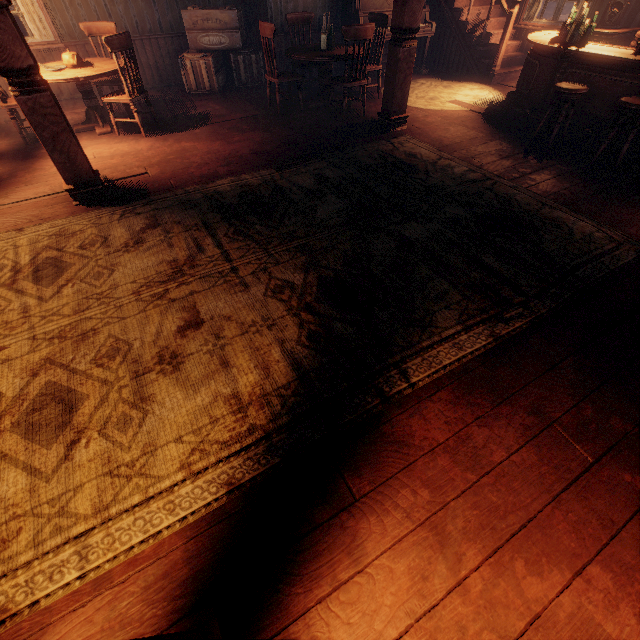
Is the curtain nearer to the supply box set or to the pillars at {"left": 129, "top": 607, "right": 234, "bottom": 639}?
the supply box set

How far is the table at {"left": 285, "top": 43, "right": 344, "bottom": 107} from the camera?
5.20m

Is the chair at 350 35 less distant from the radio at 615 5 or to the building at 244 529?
the building at 244 529

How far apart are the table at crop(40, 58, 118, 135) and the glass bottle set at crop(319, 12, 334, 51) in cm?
354

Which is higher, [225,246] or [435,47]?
[435,47]

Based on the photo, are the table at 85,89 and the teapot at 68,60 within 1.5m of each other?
yes

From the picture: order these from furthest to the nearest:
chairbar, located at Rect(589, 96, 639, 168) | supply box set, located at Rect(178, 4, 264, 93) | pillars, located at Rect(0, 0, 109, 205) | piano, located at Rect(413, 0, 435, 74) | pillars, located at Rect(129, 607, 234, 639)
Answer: piano, located at Rect(413, 0, 435, 74) → supply box set, located at Rect(178, 4, 264, 93) → chairbar, located at Rect(589, 96, 639, 168) → pillars, located at Rect(0, 0, 109, 205) → pillars, located at Rect(129, 607, 234, 639)

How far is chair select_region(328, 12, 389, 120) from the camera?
4.7m
